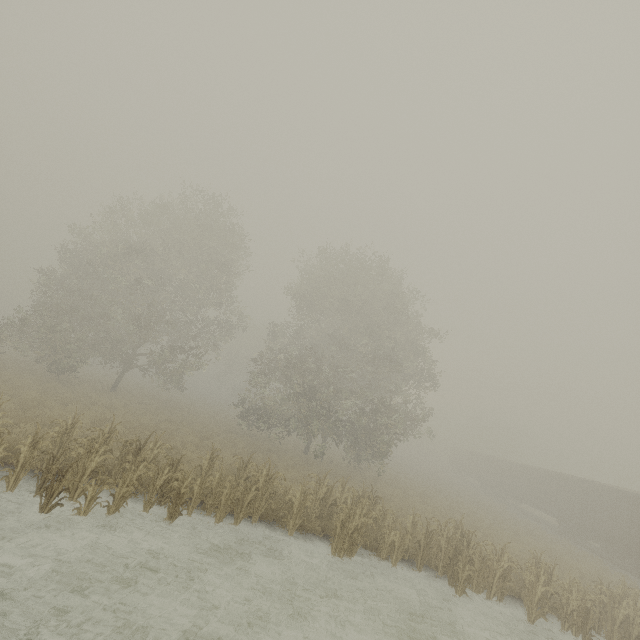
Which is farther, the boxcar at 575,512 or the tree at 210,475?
the boxcar at 575,512

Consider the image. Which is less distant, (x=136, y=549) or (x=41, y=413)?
(x=136, y=549)

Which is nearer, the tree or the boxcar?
the tree
